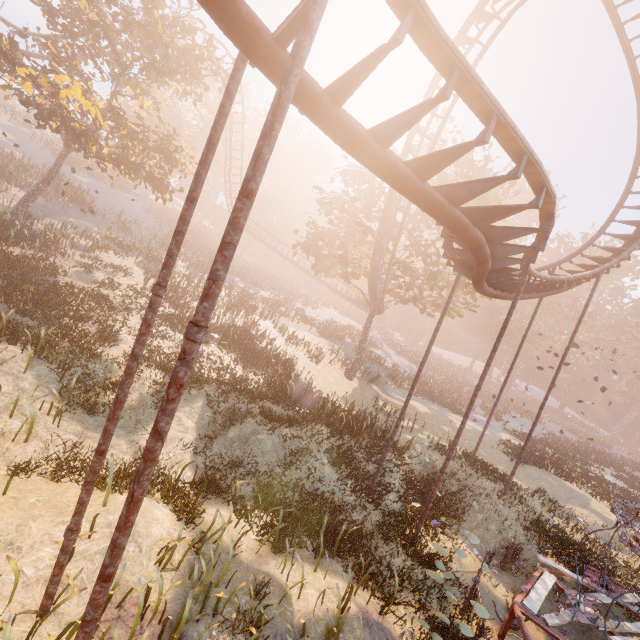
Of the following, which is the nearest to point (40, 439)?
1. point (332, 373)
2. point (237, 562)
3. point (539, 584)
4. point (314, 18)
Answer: point (237, 562)

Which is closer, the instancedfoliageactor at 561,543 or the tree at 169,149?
the instancedfoliageactor at 561,543

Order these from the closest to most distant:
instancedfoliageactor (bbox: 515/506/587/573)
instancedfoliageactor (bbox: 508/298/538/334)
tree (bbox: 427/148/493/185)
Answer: instancedfoliageactor (bbox: 515/506/587/573) → tree (bbox: 427/148/493/185) → instancedfoliageactor (bbox: 508/298/538/334)

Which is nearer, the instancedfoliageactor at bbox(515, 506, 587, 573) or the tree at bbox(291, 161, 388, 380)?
the instancedfoliageactor at bbox(515, 506, 587, 573)

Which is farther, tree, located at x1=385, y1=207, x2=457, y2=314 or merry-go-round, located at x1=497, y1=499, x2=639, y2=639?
tree, located at x1=385, y1=207, x2=457, y2=314

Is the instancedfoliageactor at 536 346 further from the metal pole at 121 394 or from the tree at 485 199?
the metal pole at 121 394

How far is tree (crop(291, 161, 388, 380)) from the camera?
21.16m
